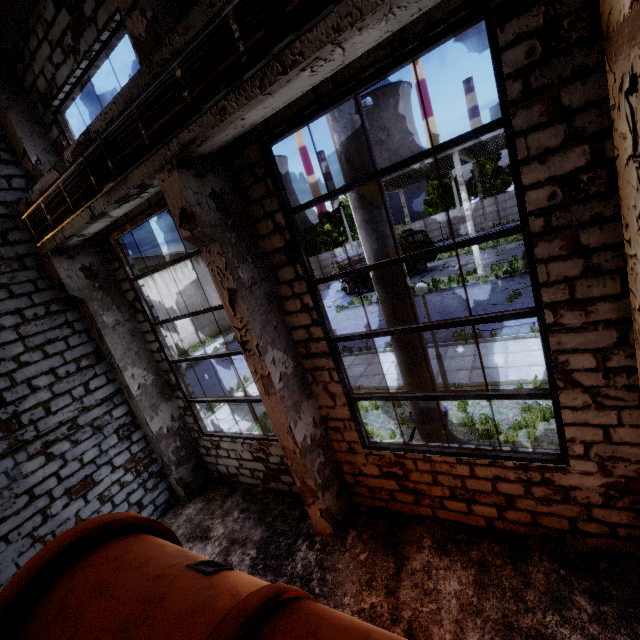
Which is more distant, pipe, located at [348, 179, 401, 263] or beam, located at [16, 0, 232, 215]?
pipe, located at [348, 179, 401, 263]

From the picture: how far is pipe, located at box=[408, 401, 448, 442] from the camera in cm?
584

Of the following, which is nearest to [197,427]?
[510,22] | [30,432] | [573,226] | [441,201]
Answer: [30,432]

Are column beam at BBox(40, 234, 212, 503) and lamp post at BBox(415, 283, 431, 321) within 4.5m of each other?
no

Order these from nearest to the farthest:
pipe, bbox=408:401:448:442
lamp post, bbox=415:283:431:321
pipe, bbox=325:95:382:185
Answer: pipe, bbox=325:95:382:185
pipe, bbox=408:401:448:442
lamp post, bbox=415:283:431:321

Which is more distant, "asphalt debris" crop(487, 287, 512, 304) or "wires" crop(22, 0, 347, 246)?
"asphalt debris" crop(487, 287, 512, 304)

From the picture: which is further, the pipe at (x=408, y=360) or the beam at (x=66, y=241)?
the pipe at (x=408, y=360)

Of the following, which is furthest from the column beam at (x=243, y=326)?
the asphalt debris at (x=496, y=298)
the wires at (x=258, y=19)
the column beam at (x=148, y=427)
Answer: the asphalt debris at (x=496, y=298)
